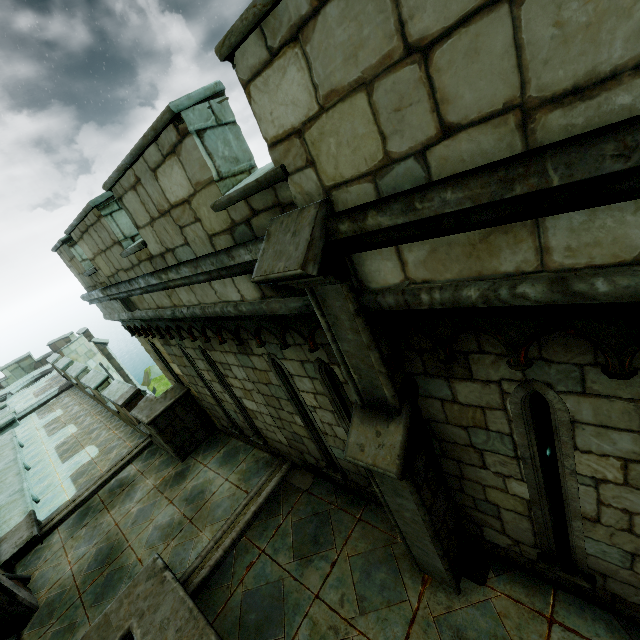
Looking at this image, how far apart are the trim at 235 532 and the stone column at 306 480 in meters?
0.0

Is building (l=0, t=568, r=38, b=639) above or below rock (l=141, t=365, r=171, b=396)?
above

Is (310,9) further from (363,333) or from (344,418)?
(344,418)

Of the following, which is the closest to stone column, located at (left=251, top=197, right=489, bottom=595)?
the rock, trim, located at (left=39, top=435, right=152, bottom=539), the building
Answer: the building

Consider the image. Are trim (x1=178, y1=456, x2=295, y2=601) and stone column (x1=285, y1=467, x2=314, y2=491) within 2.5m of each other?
yes

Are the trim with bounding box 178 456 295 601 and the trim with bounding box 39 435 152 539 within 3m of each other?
no

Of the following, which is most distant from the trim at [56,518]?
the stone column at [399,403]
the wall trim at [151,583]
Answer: the stone column at [399,403]

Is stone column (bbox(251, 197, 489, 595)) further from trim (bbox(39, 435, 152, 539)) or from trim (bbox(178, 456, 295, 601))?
trim (bbox(39, 435, 152, 539))
